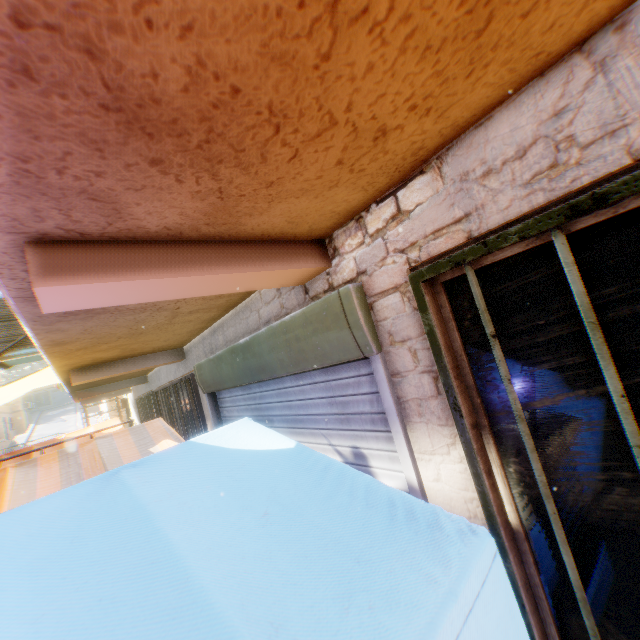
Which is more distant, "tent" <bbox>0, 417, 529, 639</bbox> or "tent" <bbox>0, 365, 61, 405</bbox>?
"tent" <bbox>0, 365, 61, 405</bbox>

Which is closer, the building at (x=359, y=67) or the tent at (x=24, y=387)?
the building at (x=359, y=67)

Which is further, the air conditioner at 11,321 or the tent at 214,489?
the air conditioner at 11,321

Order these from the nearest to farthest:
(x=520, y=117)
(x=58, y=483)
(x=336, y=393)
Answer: (x=520, y=117)
(x=336, y=393)
(x=58, y=483)

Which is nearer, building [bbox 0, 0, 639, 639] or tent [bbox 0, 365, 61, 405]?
building [bbox 0, 0, 639, 639]

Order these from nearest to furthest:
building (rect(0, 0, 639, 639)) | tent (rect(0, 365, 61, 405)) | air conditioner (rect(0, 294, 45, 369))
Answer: building (rect(0, 0, 639, 639))
air conditioner (rect(0, 294, 45, 369))
tent (rect(0, 365, 61, 405))

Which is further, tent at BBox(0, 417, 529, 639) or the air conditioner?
the air conditioner

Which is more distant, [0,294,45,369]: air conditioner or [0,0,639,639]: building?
[0,294,45,369]: air conditioner
